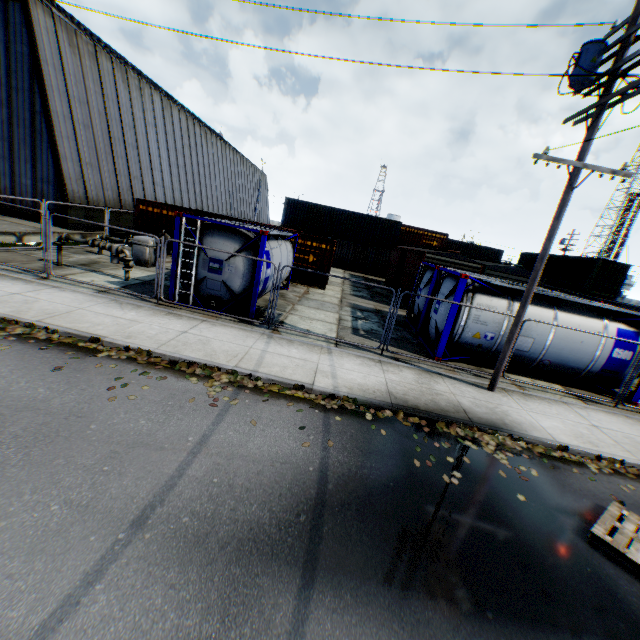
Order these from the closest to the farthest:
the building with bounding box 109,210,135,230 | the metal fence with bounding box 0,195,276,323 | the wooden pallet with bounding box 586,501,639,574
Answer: the wooden pallet with bounding box 586,501,639,574 < the metal fence with bounding box 0,195,276,323 < the building with bounding box 109,210,135,230

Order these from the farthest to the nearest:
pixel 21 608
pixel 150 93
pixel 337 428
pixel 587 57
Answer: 1. pixel 150 93
2. pixel 587 57
3. pixel 337 428
4. pixel 21 608

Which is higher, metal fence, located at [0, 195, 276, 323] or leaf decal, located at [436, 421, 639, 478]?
metal fence, located at [0, 195, 276, 323]

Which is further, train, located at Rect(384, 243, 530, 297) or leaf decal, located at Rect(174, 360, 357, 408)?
train, located at Rect(384, 243, 530, 297)

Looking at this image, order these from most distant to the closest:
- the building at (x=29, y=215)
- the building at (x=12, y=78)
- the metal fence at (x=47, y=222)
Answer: the building at (x=29, y=215) < the building at (x=12, y=78) < the metal fence at (x=47, y=222)

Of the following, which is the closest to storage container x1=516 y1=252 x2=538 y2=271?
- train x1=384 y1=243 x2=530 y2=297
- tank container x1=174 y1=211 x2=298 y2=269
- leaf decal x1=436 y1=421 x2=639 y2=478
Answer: train x1=384 y1=243 x2=530 y2=297

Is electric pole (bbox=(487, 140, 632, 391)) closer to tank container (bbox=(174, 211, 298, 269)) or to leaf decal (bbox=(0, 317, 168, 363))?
tank container (bbox=(174, 211, 298, 269))

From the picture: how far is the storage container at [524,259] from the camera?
34.8 meters
